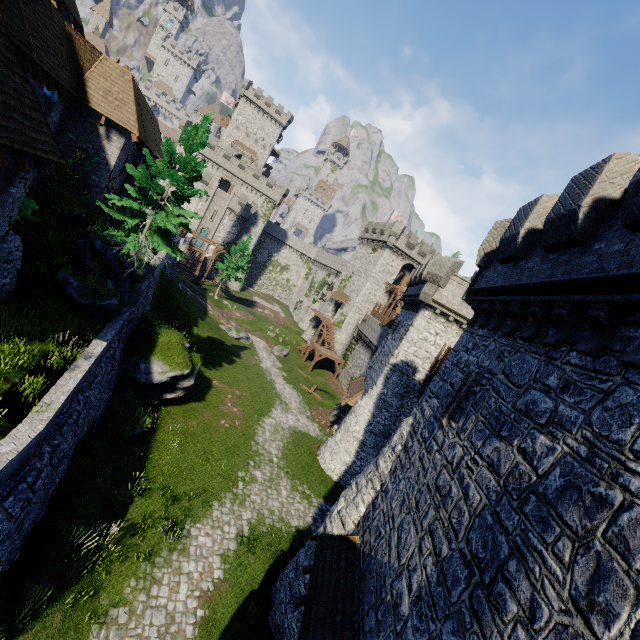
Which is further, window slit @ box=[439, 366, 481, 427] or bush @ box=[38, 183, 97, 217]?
bush @ box=[38, 183, 97, 217]

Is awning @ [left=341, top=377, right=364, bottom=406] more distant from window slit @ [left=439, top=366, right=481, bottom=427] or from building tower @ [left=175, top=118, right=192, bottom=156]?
building tower @ [left=175, top=118, right=192, bottom=156]

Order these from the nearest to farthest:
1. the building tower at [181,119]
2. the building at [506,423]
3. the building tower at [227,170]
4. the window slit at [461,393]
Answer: the building at [506,423] < the window slit at [461,393] < the building tower at [181,119] < the building tower at [227,170]

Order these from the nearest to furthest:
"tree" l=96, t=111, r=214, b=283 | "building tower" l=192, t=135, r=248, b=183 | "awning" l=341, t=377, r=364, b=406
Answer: "tree" l=96, t=111, r=214, b=283 < "awning" l=341, t=377, r=364, b=406 < "building tower" l=192, t=135, r=248, b=183

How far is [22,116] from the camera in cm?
999

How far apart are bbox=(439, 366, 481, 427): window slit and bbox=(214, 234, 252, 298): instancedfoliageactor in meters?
44.3 m

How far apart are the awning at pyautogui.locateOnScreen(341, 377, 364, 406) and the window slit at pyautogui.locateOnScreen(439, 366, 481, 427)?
15.41m

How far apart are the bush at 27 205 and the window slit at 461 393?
19.09m
